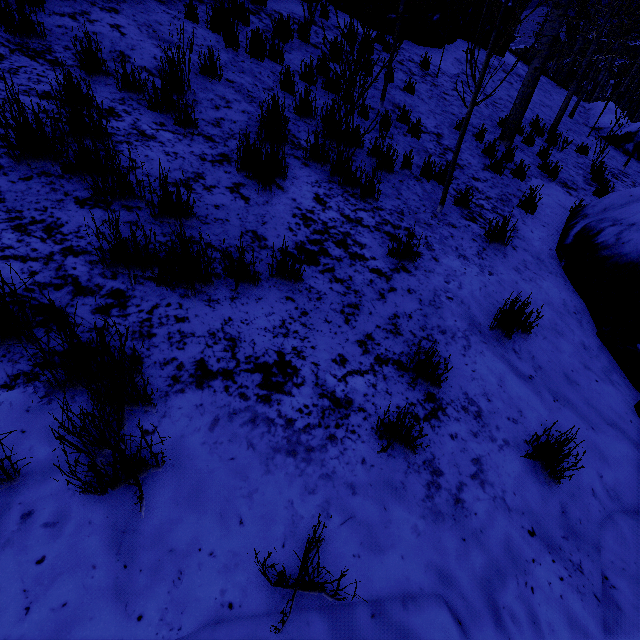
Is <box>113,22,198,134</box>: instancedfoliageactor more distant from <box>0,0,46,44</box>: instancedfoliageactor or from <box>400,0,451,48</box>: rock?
<box>0,0,46,44</box>: instancedfoliageactor

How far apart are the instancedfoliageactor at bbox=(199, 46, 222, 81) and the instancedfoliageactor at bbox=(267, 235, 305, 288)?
3.3m

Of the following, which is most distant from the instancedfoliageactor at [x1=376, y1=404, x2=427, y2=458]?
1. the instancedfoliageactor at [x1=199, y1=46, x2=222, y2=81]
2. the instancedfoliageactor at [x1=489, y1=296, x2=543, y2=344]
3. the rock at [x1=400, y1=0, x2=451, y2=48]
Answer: the instancedfoliageactor at [x1=199, y1=46, x2=222, y2=81]

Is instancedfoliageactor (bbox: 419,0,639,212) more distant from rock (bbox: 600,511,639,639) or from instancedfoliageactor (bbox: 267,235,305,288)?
instancedfoliageactor (bbox: 267,235,305,288)

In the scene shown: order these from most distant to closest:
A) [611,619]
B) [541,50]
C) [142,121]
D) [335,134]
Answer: [541,50], [335,134], [142,121], [611,619]

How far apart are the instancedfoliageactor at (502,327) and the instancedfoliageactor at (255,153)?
2.51m

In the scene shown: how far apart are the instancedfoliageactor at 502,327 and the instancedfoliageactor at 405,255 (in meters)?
1.85

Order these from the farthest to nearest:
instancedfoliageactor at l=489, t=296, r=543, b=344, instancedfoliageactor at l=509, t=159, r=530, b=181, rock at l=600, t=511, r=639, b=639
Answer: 1. instancedfoliageactor at l=509, t=159, r=530, b=181
2. instancedfoliageactor at l=489, t=296, r=543, b=344
3. rock at l=600, t=511, r=639, b=639
